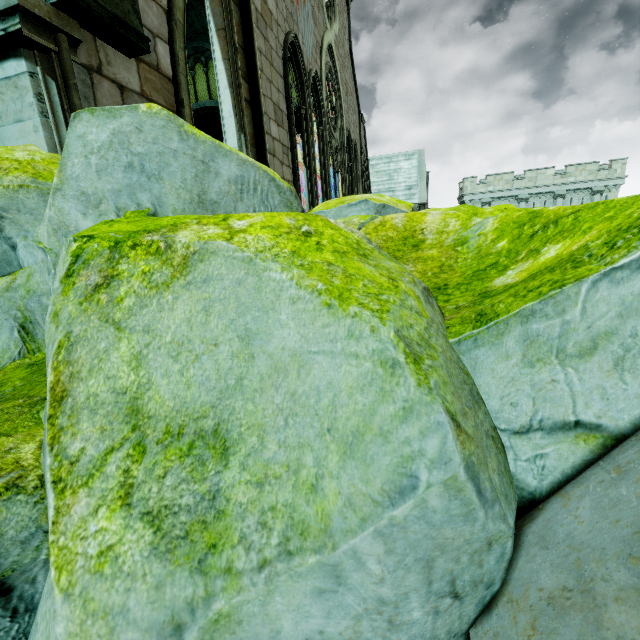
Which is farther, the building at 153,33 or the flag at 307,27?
the flag at 307,27

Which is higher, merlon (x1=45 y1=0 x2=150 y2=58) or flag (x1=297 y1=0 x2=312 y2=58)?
flag (x1=297 y1=0 x2=312 y2=58)

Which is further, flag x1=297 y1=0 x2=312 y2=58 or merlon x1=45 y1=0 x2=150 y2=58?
flag x1=297 y1=0 x2=312 y2=58

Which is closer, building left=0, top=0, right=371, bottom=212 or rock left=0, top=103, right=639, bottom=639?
rock left=0, top=103, right=639, bottom=639

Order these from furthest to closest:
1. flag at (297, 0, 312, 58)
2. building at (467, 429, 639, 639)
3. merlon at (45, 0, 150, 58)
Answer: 1. flag at (297, 0, 312, 58)
2. merlon at (45, 0, 150, 58)
3. building at (467, 429, 639, 639)

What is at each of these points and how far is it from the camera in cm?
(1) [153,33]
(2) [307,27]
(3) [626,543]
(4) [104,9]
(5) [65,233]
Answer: (1) building, 401
(2) flag, 1065
(3) building, 79
(4) merlon, 304
(5) rock, 244

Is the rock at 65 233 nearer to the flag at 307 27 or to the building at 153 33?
the building at 153 33

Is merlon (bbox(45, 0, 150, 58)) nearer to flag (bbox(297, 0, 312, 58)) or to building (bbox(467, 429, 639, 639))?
building (bbox(467, 429, 639, 639))
